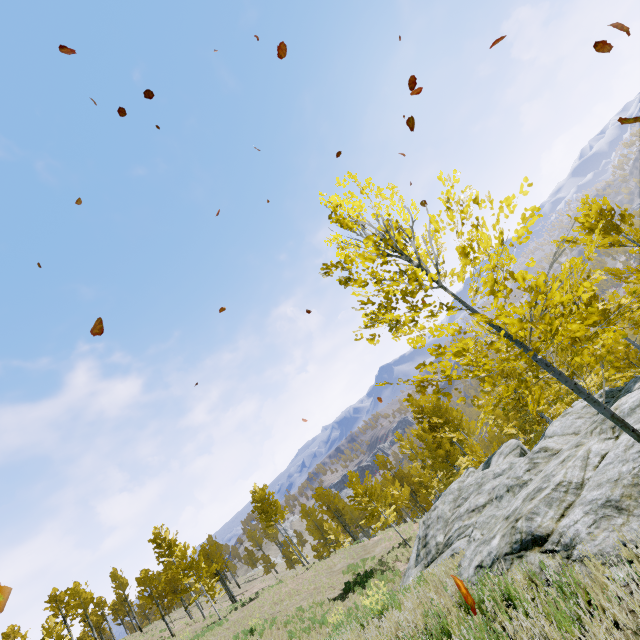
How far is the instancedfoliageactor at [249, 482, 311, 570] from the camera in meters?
32.6

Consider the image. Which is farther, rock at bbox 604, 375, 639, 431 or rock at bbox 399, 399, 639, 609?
rock at bbox 604, 375, 639, 431

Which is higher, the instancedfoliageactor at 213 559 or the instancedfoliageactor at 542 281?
the instancedfoliageactor at 213 559

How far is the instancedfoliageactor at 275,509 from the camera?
32.6m

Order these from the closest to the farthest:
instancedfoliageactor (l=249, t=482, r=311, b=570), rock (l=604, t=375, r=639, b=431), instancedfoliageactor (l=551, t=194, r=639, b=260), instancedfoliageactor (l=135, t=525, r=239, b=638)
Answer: instancedfoliageactor (l=551, t=194, r=639, b=260) < rock (l=604, t=375, r=639, b=431) < instancedfoliageactor (l=135, t=525, r=239, b=638) < instancedfoliageactor (l=249, t=482, r=311, b=570)

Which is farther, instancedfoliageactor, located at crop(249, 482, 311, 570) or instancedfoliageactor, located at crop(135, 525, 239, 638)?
instancedfoliageactor, located at crop(249, 482, 311, 570)

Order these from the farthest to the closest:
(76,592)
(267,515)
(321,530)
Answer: (321,530) → (76,592) → (267,515)
